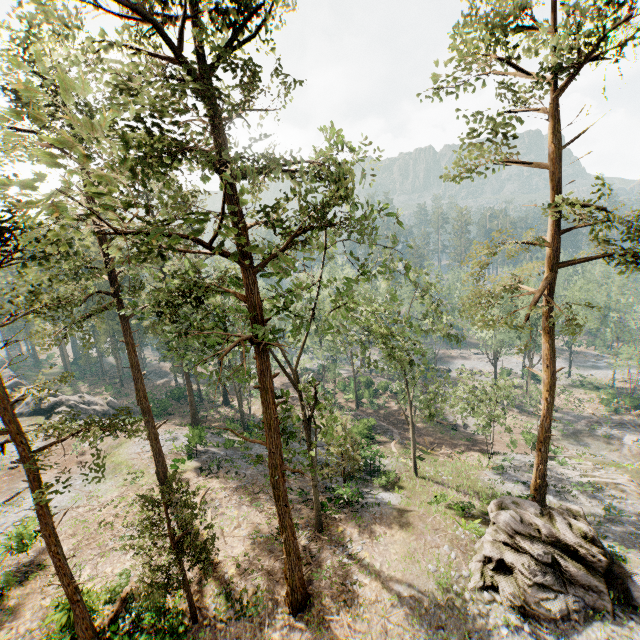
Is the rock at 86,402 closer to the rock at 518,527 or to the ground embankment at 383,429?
the ground embankment at 383,429

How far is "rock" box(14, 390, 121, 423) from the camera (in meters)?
39.38

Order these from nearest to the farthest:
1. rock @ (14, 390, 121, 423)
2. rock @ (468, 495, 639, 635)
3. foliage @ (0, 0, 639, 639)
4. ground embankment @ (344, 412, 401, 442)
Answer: foliage @ (0, 0, 639, 639)
rock @ (468, 495, 639, 635)
ground embankment @ (344, 412, 401, 442)
rock @ (14, 390, 121, 423)

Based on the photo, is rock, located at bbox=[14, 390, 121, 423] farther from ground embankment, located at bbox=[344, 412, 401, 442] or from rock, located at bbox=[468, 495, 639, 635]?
rock, located at bbox=[468, 495, 639, 635]

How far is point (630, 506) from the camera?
24.16m

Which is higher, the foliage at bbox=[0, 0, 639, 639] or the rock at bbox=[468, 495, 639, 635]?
the foliage at bbox=[0, 0, 639, 639]

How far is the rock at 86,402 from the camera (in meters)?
39.38

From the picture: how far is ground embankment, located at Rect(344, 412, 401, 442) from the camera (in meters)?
36.72
